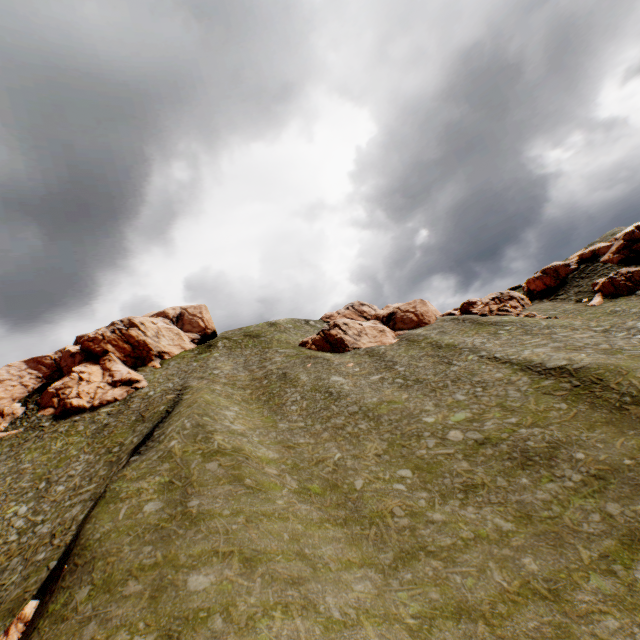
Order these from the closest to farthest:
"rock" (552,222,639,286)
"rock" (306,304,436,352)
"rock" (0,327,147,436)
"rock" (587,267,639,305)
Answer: "rock" (587,267,639,305)
"rock" (0,327,147,436)
"rock" (552,222,639,286)
"rock" (306,304,436,352)

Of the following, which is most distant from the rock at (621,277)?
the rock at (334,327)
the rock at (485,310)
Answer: the rock at (334,327)

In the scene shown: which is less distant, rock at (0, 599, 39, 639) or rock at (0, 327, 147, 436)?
rock at (0, 599, 39, 639)

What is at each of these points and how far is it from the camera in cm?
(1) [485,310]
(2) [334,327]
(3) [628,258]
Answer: (1) rock, 5309
(2) rock, 5972
(3) rock, 5094

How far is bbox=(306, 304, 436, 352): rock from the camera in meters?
55.0

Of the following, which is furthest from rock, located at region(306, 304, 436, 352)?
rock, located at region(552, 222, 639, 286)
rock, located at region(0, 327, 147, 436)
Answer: rock, located at region(0, 327, 147, 436)

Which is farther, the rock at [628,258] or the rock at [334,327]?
the rock at [334,327]

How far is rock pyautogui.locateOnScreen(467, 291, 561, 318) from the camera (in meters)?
49.54
